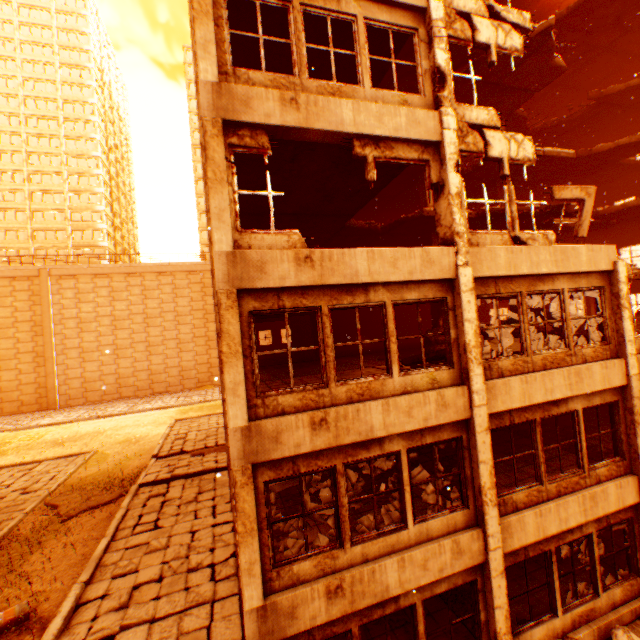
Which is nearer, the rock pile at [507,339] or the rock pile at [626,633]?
the rock pile at [626,633]

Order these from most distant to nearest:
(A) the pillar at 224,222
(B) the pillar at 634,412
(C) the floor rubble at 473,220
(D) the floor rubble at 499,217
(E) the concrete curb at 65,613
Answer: (C) the floor rubble at 473,220
(D) the floor rubble at 499,217
(E) the concrete curb at 65,613
(B) the pillar at 634,412
(A) the pillar at 224,222

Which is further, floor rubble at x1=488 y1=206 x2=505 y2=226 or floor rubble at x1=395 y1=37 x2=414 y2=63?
floor rubble at x1=488 y1=206 x2=505 y2=226

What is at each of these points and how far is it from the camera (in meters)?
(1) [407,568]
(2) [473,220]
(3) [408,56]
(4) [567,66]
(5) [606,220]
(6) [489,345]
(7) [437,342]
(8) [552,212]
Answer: (1) wall corner piece, 6.21
(2) floor rubble, 13.98
(3) floor rubble, 12.34
(4) floor rubble, 17.59
(5) floor rubble, 16.58
(6) rock pile, 10.43
(7) rock pile, 11.64
(8) floor rubble, 11.87

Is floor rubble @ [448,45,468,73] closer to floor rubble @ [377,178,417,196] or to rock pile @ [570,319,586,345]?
floor rubble @ [377,178,417,196]

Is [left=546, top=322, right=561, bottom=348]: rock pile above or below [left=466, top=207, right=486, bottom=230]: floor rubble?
below
